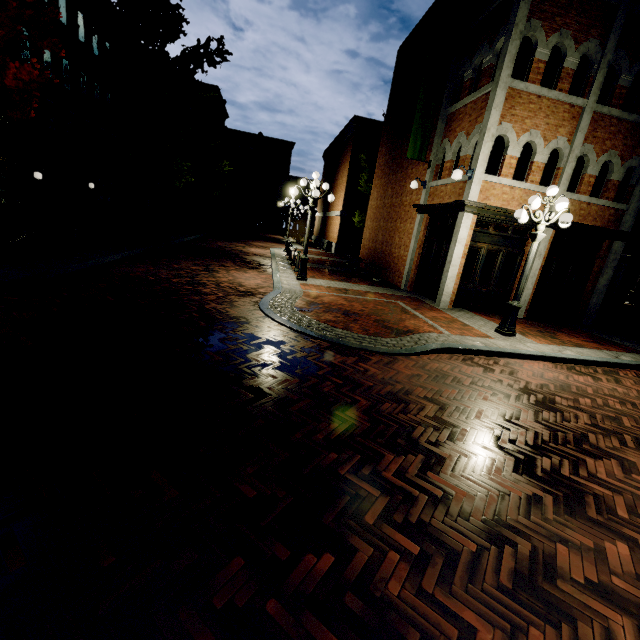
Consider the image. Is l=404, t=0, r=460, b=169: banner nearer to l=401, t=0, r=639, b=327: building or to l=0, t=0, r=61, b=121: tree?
l=0, t=0, r=61, b=121: tree

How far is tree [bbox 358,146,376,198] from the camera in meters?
22.1

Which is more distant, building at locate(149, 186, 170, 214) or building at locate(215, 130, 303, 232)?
building at locate(215, 130, 303, 232)

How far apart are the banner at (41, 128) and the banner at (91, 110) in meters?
4.9 m

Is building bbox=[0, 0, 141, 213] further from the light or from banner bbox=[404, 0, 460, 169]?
the light

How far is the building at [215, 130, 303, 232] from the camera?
54.1m

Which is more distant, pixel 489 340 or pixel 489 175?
pixel 489 175

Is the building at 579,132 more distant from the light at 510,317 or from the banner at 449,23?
the light at 510,317
